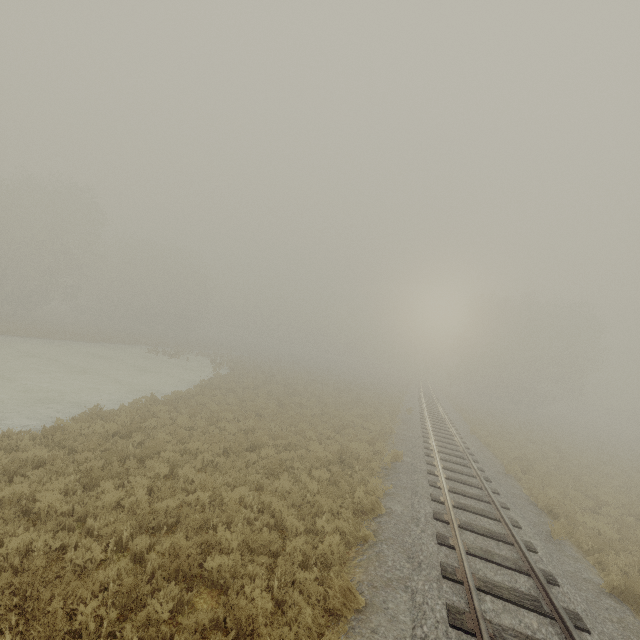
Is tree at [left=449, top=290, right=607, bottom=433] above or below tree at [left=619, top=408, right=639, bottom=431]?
above

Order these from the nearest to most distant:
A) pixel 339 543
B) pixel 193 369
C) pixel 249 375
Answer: pixel 339 543 → pixel 249 375 → pixel 193 369

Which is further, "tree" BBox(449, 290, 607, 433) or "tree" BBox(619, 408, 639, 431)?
"tree" BBox(619, 408, 639, 431)

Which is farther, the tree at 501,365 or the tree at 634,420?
the tree at 634,420

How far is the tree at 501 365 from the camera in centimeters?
4347cm

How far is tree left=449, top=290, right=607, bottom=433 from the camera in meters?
43.5 m
